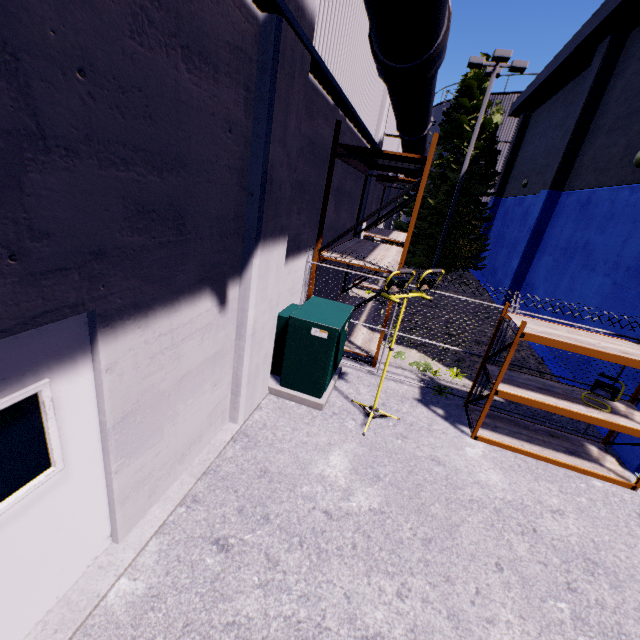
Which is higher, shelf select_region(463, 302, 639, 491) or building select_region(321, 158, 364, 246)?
building select_region(321, 158, 364, 246)

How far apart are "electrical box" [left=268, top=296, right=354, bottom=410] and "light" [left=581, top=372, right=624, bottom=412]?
4.1m

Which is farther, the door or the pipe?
the pipe

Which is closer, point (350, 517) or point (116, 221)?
point (116, 221)

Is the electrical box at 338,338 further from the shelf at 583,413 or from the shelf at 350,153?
the shelf at 583,413

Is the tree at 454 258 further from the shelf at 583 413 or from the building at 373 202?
the shelf at 583 413

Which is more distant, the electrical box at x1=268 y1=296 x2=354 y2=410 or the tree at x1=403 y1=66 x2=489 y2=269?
the tree at x1=403 y1=66 x2=489 y2=269

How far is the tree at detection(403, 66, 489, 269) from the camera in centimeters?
1791cm
